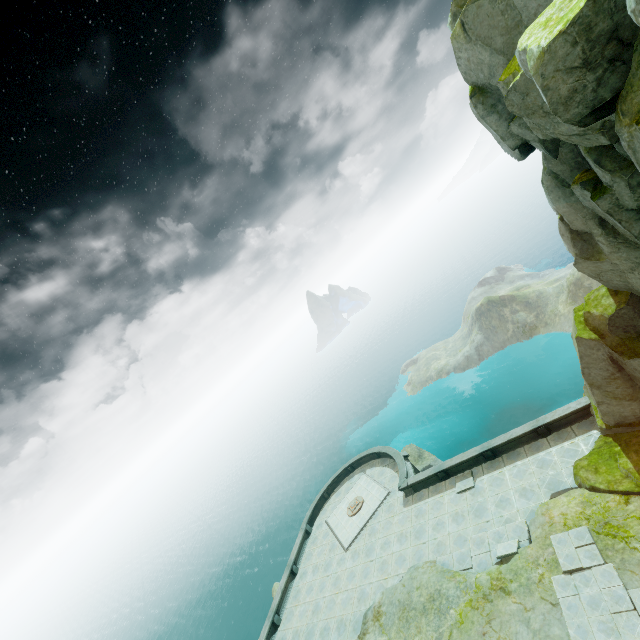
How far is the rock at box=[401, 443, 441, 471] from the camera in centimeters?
3800cm

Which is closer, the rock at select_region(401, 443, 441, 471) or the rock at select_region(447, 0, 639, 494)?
the rock at select_region(447, 0, 639, 494)

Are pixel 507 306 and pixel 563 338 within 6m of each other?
no

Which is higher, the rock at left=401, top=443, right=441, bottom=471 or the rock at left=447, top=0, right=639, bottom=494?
the rock at left=447, top=0, right=639, bottom=494

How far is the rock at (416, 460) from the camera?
38.0m

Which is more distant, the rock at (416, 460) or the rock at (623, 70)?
the rock at (416, 460)
